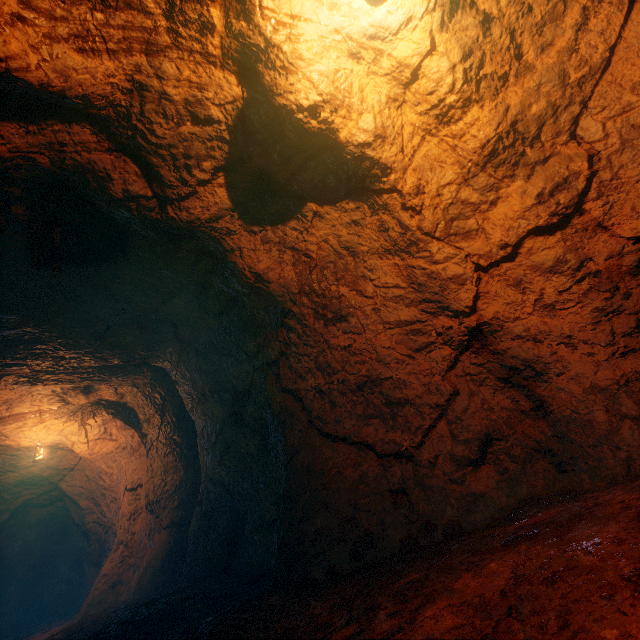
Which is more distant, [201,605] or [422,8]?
[201,605]
